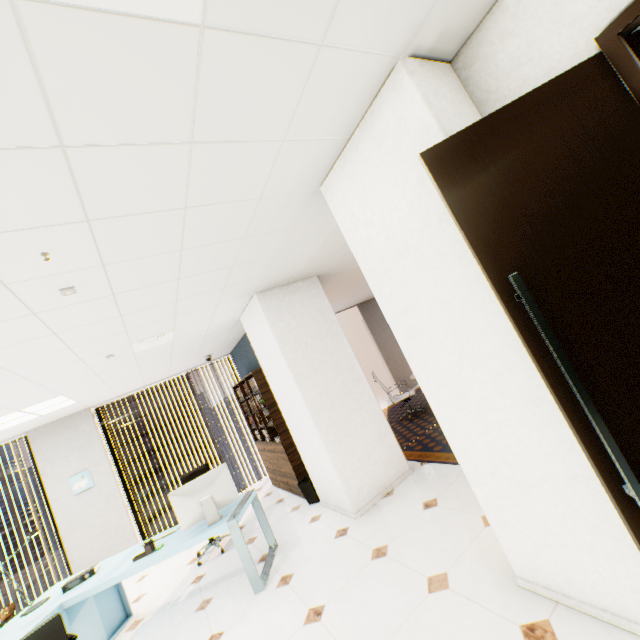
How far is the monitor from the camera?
3.5m

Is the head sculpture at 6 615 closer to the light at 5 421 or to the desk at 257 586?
the desk at 257 586

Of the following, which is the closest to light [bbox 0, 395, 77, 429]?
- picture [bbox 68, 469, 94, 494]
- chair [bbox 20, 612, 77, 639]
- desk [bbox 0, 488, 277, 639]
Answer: picture [bbox 68, 469, 94, 494]

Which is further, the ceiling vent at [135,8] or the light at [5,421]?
the light at [5,421]

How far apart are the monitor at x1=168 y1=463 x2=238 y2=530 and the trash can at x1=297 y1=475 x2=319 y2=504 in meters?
1.4 m

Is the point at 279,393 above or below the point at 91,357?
below

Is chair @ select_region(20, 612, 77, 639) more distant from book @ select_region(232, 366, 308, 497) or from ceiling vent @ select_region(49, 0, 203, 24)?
ceiling vent @ select_region(49, 0, 203, 24)

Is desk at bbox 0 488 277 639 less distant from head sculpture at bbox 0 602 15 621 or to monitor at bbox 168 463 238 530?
monitor at bbox 168 463 238 530
